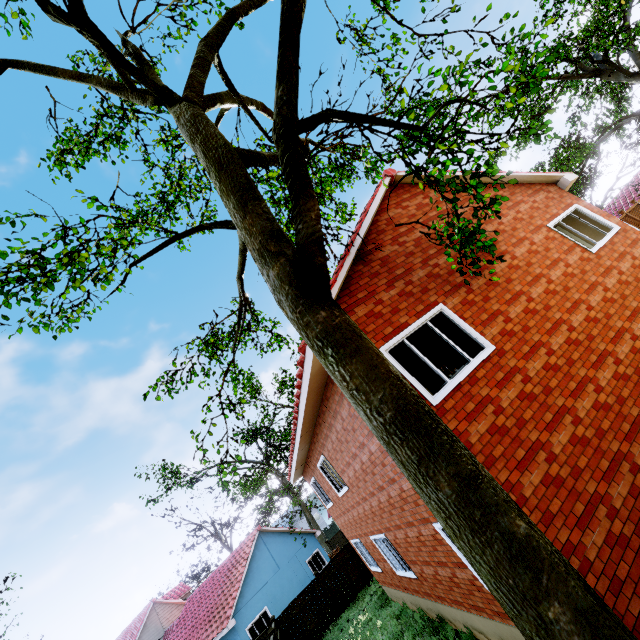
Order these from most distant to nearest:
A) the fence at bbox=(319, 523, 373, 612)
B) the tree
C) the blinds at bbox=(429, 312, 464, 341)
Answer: the fence at bbox=(319, 523, 373, 612) → the blinds at bbox=(429, 312, 464, 341) → the tree

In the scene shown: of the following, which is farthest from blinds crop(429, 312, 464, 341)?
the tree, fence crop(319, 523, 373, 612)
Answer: the tree

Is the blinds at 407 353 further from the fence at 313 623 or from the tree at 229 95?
the tree at 229 95

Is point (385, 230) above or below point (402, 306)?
above

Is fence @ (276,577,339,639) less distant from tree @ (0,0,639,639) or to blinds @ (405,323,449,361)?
tree @ (0,0,639,639)

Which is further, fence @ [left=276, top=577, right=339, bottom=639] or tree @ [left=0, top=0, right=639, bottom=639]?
fence @ [left=276, top=577, right=339, bottom=639]

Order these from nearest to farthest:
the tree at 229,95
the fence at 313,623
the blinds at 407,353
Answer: the tree at 229,95
the blinds at 407,353
the fence at 313,623
